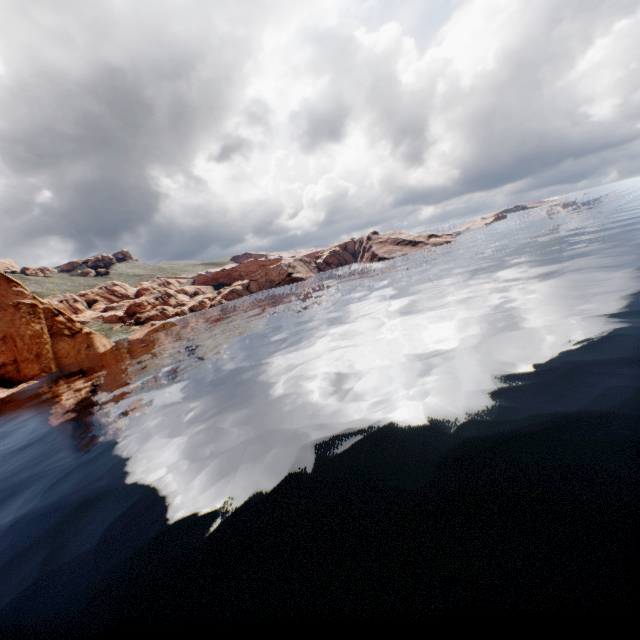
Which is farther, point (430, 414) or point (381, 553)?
point (430, 414)
